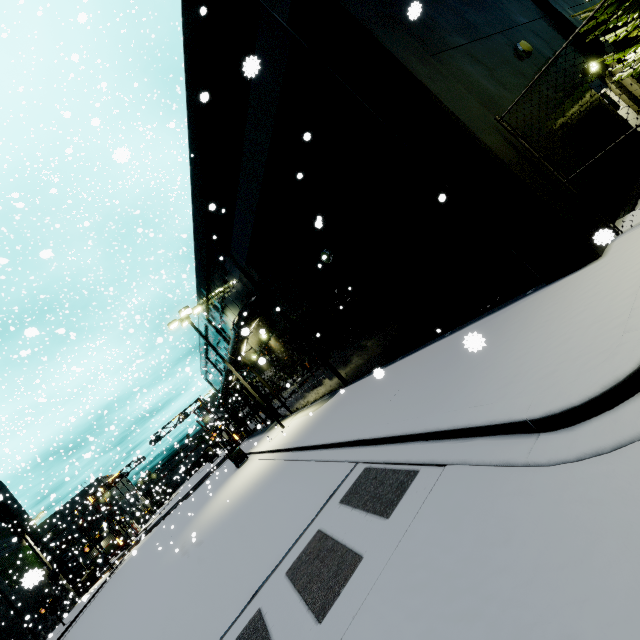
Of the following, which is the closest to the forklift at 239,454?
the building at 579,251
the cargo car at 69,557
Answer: the building at 579,251

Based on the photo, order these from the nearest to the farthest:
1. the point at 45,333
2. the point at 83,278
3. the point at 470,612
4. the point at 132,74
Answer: the point at 470,612 → the point at 83,278 → the point at 45,333 → the point at 132,74

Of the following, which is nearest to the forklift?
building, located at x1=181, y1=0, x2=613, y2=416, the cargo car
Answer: building, located at x1=181, y1=0, x2=613, y2=416

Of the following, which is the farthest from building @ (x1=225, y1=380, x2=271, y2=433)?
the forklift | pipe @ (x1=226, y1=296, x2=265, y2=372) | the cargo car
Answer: the forklift

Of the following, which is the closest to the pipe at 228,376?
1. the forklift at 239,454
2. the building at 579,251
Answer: the building at 579,251

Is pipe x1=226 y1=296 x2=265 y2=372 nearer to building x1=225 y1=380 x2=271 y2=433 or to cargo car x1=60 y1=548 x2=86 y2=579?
building x1=225 y1=380 x2=271 y2=433

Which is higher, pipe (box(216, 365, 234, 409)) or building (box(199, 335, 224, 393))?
building (box(199, 335, 224, 393))

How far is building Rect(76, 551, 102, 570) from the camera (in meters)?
Answer: 58.84
